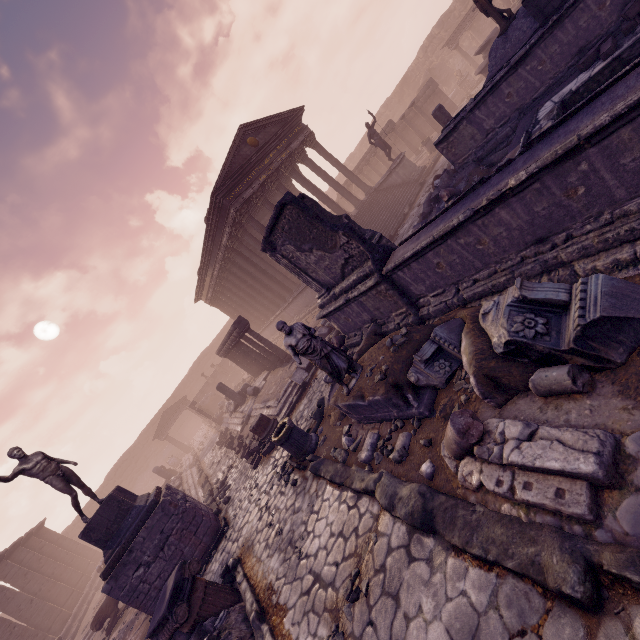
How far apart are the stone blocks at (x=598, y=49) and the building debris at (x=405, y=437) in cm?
813

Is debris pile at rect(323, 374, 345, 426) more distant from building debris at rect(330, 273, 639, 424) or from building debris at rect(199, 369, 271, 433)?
building debris at rect(199, 369, 271, 433)

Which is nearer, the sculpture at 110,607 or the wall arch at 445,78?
the sculpture at 110,607

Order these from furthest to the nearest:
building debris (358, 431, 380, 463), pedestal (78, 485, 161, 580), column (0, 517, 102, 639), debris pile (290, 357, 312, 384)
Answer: column (0, 517, 102, 639)
debris pile (290, 357, 312, 384)
pedestal (78, 485, 161, 580)
building debris (358, 431, 380, 463)

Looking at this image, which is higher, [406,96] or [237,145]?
[237,145]

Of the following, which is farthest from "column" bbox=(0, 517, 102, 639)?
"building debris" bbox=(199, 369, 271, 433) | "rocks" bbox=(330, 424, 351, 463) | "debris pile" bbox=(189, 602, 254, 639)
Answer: "rocks" bbox=(330, 424, 351, 463)

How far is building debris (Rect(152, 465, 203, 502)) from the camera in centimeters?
1534cm

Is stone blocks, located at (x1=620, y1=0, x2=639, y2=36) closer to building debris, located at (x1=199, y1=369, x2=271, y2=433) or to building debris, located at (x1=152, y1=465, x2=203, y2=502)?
building debris, located at (x1=199, y1=369, x2=271, y2=433)
